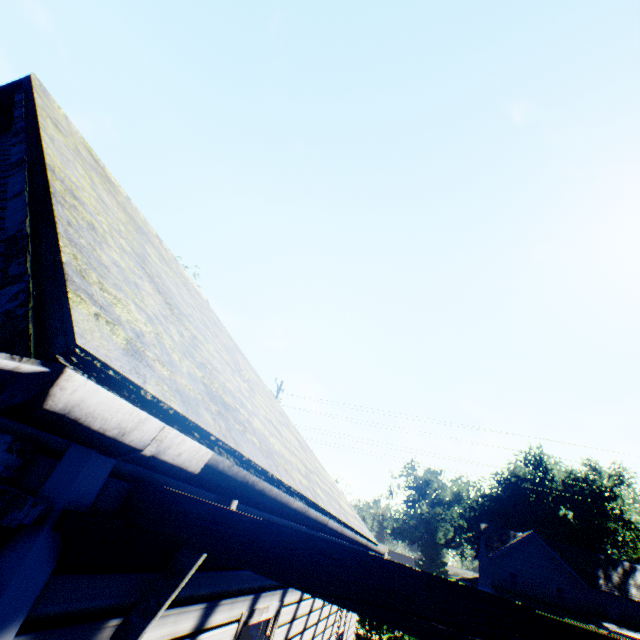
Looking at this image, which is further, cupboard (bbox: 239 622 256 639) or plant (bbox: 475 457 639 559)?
plant (bbox: 475 457 639 559)

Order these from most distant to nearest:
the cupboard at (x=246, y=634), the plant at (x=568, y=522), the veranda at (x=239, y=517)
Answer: the plant at (x=568, y=522)
the cupboard at (x=246, y=634)
the veranda at (x=239, y=517)

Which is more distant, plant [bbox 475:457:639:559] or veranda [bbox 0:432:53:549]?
plant [bbox 475:457:639:559]

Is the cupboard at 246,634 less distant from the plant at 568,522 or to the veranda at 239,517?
the veranda at 239,517

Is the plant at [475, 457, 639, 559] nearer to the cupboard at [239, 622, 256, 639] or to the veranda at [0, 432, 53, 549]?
the veranda at [0, 432, 53, 549]

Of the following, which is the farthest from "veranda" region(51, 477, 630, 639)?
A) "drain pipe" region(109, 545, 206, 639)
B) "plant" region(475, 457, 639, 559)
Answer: "plant" region(475, 457, 639, 559)

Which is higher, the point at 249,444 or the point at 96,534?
the point at 249,444

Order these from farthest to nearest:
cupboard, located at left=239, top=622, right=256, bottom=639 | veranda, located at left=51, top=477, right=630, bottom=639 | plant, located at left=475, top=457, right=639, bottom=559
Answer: plant, located at left=475, top=457, right=639, bottom=559, cupboard, located at left=239, top=622, right=256, bottom=639, veranda, located at left=51, top=477, right=630, bottom=639
